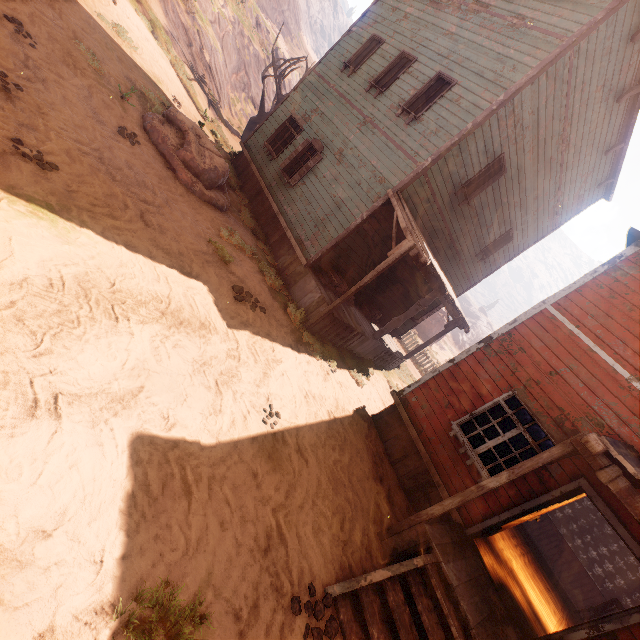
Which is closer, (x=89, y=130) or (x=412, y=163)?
(x=89, y=130)

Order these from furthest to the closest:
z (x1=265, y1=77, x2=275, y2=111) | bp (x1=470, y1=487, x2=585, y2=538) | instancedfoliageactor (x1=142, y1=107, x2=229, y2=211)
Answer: z (x1=265, y1=77, x2=275, y2=111) < instancedfoliageactor (x1=142, y1=107, x2=229, y2=211) < bp (x1=470, y1=487, x2=585, y2=538)

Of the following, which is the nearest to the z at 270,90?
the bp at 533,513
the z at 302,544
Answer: the z at 302,544

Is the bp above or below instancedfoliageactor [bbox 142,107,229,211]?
above

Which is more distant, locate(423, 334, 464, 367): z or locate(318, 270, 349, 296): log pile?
locate(423, 334, 464, 367): z

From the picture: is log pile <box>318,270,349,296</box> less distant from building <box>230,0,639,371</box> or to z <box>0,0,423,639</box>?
building <box>230,0,639,371</box>

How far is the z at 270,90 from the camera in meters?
30.5

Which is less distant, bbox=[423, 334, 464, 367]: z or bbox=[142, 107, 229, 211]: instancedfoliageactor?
bbox=[142, 107, 229, 211]: instancedfoliageactor
